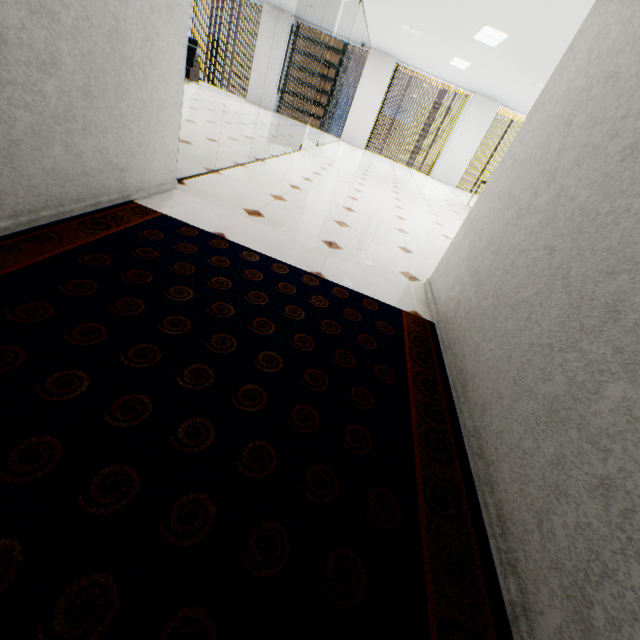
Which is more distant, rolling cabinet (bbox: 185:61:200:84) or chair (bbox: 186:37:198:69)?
rolling cabinet (bbox: 185:61:200:84)

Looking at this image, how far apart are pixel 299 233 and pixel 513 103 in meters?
12.0

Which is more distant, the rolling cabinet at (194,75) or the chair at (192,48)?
the rolling cabinet at (194,75)

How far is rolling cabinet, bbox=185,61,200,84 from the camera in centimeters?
1091cm

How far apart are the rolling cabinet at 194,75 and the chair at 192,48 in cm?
76

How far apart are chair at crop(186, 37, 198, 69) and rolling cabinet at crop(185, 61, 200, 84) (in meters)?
0.76

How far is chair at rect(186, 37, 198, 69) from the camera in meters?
9.5 m

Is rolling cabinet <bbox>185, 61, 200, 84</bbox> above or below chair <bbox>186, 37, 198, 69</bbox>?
below
